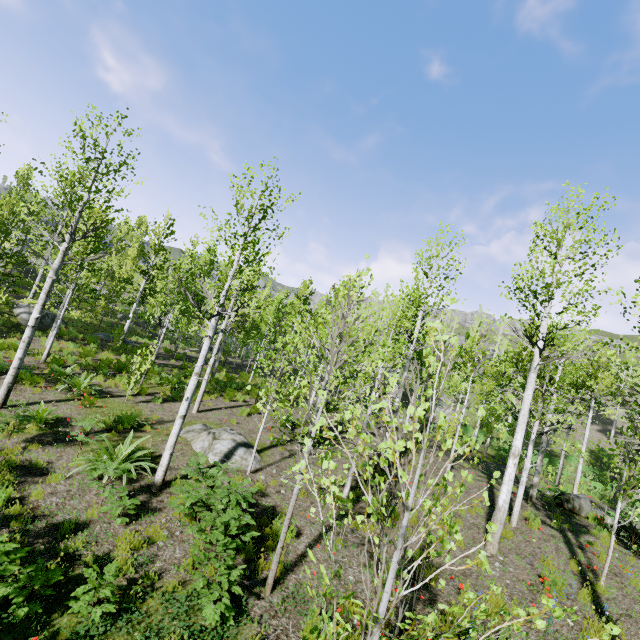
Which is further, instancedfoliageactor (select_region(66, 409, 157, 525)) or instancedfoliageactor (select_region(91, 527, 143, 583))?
instancedfoliageactor (select_region(66, 409, 157, 525))

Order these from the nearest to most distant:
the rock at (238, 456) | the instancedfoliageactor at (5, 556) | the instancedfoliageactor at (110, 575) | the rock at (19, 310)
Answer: the instancedfoliageactor at (5, 556) → the instancedfoliageactor at (110, 575) → the rock at (238, 456) → the rock at (19, 310)

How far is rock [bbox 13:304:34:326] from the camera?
20.95m

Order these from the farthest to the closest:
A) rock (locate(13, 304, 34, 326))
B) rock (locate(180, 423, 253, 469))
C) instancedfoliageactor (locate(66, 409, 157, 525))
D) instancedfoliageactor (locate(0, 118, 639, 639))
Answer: rock (locate(13, 304, 34, 326)) < rock (locate(180, 423, 253, 469)) < instancedfoliageactor (locate(66, 409, 157, 525)) < instancedfoliageactor (locate(0, 118, 639, 639))

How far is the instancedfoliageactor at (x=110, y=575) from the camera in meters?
4.6

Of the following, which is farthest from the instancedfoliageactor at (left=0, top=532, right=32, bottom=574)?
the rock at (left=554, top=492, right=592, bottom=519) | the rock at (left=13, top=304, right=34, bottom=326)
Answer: the rock at (left=554, top=492, right=592, bottom=519)

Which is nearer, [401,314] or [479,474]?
[401,314]

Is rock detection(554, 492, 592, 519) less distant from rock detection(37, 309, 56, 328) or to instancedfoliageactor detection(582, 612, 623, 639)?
instancedfoliageactor detection(582, 612, 623, 639)
